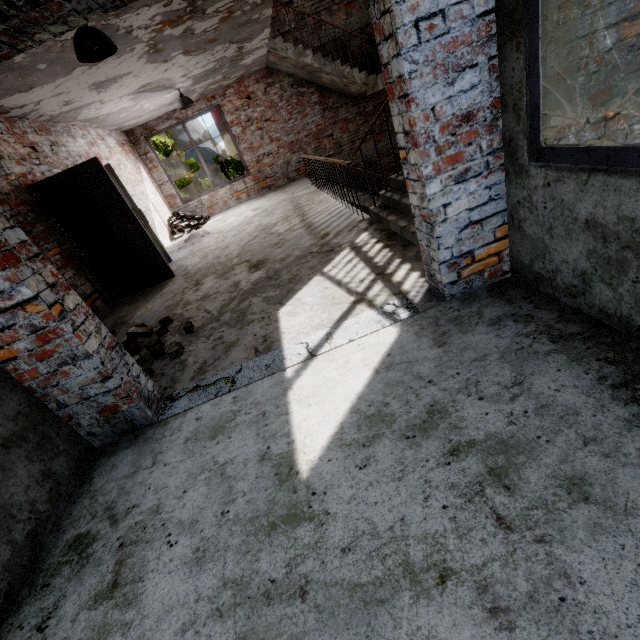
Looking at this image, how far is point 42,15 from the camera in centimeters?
141cm

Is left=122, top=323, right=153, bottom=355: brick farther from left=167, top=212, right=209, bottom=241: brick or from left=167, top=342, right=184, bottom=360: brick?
left=167, top=212, right=209, bottom=241: brick

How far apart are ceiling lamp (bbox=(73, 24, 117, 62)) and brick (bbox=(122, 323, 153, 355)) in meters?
2.9

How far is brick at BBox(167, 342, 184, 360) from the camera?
3.2m

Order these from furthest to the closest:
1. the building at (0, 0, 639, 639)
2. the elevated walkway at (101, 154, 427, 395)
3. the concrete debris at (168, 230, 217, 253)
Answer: the concrete debris at (168, 230, 217, 253) < the elevated walkway at (101, 154, 427, 395) < the building at (0, 0, 639, 639)

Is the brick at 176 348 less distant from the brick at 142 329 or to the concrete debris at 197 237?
the brick at 142 329

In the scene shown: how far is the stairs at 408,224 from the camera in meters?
3.7

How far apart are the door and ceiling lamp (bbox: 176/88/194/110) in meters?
3.9
